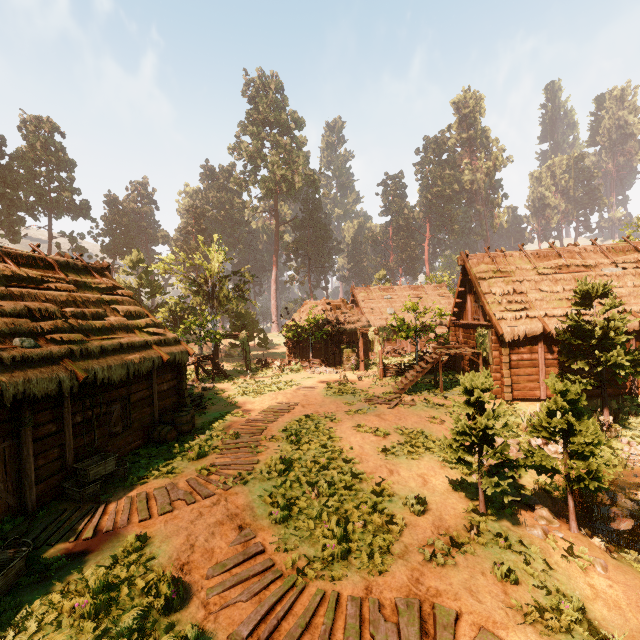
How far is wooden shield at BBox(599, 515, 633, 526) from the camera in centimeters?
852cm

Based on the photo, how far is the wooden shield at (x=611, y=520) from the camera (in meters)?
8.52

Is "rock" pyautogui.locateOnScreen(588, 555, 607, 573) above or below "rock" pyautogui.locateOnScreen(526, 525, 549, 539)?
below

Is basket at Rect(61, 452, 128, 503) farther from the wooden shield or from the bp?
the wooden shield

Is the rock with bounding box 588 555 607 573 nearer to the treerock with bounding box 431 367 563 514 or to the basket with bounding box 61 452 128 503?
the treerock with bounding box 431 367 563 514

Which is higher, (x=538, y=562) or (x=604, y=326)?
(x=604, y=326)

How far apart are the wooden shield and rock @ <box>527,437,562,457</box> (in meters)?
2.74

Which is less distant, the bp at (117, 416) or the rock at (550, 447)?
the bp at (117, 416)
